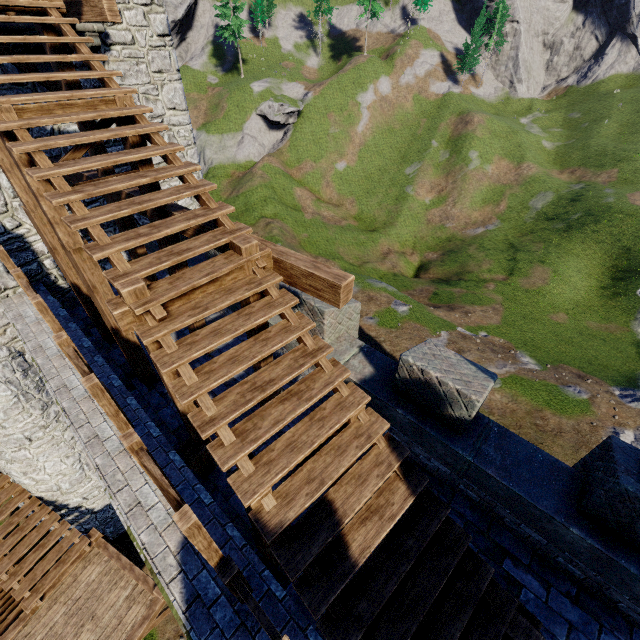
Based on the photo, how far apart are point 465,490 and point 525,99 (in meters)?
76.71

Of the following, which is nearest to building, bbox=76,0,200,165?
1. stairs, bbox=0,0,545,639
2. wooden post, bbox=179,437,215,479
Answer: stairs, bbox=0,0,545,639

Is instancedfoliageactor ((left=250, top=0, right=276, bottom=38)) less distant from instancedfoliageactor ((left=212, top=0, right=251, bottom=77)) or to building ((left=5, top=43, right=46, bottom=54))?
instancedfoliageactor ((left=212, top=0, right=251, bottom=77))

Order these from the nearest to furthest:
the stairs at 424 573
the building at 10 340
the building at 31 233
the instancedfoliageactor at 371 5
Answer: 1. the stairs at 424 573
2. the building at 31 233
3. the building at 10 340
4. the instancedfoliageactor at 371 5

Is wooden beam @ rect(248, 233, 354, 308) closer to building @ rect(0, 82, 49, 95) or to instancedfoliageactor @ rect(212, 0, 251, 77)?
building @ rect(0, 82, 49, 95)

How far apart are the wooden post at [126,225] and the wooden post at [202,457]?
4.5 meters

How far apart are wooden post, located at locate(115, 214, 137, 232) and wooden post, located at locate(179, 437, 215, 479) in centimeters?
446cm

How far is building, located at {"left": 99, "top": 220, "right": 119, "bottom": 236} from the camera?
9.51m
